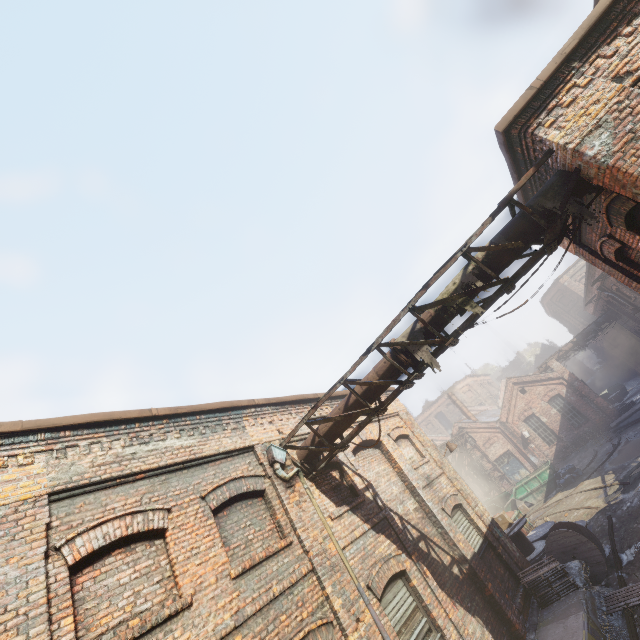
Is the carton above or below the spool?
above

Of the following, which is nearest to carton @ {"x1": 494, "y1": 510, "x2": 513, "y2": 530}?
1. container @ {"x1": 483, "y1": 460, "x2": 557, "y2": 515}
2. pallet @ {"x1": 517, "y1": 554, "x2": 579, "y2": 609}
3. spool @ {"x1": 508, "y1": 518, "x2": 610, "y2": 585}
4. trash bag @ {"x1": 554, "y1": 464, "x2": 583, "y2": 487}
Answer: spool @ {"x1": 508, "y1": 518, "x2": 610, "y2": 585}

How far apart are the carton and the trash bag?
11.03m

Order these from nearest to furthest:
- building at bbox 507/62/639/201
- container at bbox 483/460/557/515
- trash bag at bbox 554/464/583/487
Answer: building at bbox 507/62/639/201, trash bag at bbox 554/464/583/487, container at bbox 483/460/557/515

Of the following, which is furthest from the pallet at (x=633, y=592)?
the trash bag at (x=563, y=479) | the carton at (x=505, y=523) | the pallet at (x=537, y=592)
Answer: the trash bag at (x=563, y=479)

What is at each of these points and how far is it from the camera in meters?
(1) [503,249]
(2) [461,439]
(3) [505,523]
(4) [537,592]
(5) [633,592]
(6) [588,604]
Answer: (1) pipe, 5.5 m
(2) pipe, 30.8 m
(3) carton, 13.0 m
(4) pallet, 8.9 m
(5) pallet, 8.4 m
(6) building, 7.9 m

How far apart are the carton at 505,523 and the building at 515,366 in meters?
51.3 m

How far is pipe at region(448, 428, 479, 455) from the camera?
28.6 meters
